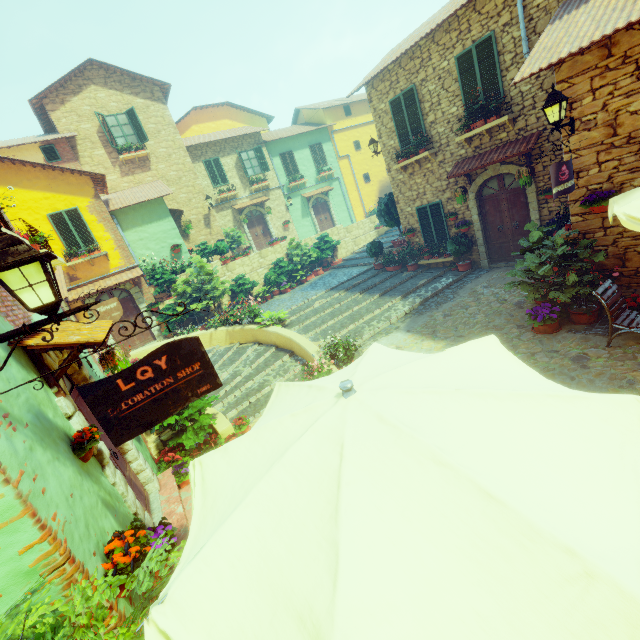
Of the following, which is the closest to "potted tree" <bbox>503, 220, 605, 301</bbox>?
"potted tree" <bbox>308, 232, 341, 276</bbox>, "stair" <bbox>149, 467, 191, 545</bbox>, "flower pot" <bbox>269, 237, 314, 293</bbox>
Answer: "stair" <bbox>149, 467, 191, 545</bbox>

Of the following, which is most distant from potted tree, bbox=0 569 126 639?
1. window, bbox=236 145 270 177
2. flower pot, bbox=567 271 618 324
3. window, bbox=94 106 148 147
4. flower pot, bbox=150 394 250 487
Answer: window, bbox=236 145 270 177

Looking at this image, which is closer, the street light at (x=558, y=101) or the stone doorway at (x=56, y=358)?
the stone doorway at (x=56, y=358)

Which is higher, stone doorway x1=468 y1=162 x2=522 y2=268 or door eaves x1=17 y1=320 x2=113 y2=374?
door eaves x1=17 y1=320 x2=113 y2=374

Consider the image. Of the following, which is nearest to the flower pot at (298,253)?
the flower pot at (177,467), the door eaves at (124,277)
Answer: the door eaves at (124,277)

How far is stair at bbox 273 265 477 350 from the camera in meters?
9.9

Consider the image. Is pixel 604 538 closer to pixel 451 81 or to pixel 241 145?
pixel 451 81

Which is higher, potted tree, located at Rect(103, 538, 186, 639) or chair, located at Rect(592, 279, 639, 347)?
potted tree, located at Rect(103, 538, 186, 639)
